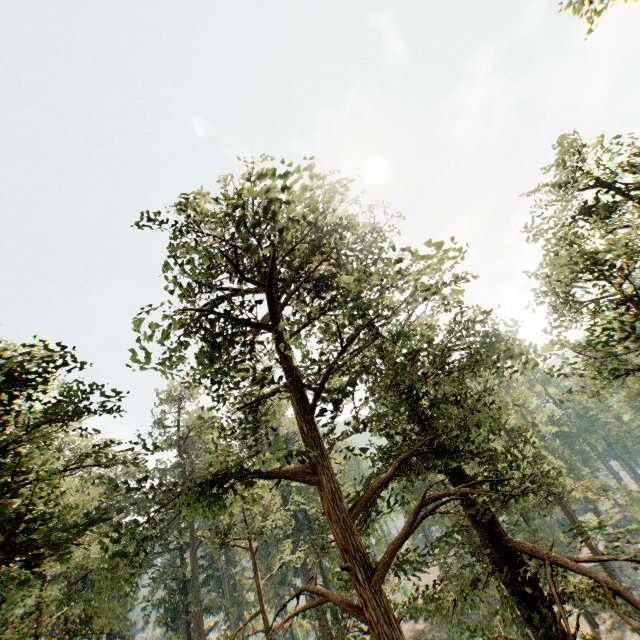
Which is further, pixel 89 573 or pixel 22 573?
pixel 89 573
